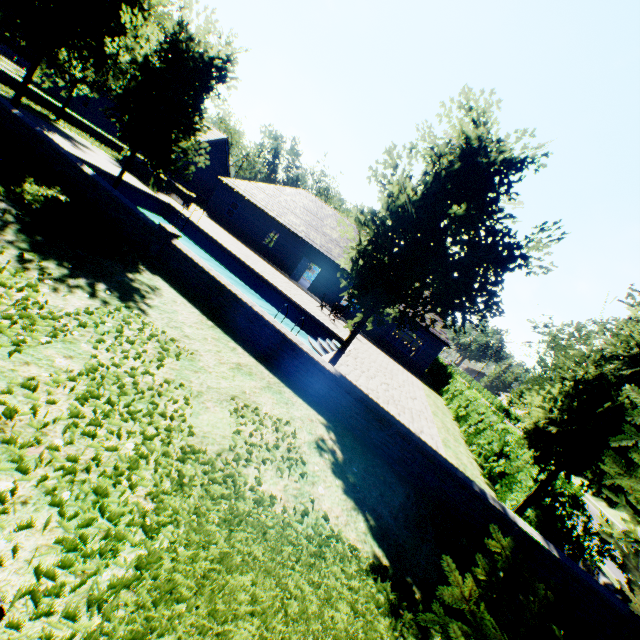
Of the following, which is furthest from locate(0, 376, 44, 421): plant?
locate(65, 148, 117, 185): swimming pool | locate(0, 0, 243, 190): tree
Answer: locate(65, 148, 117, 185): swimming pool

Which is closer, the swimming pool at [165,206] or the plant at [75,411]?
the plant at [75,411]

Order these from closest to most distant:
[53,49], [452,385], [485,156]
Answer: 1. [485,156]
2. [53,49]
3. [452,385]

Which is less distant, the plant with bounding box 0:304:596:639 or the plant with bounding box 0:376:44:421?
the plant with bounding box 0:304:596:639

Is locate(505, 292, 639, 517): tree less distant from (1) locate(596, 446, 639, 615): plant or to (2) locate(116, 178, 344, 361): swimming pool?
(2) locate(116, 178, 344, 361): swimming pool

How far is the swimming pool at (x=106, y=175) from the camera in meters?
14.6 m

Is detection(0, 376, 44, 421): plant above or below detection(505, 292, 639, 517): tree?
below
